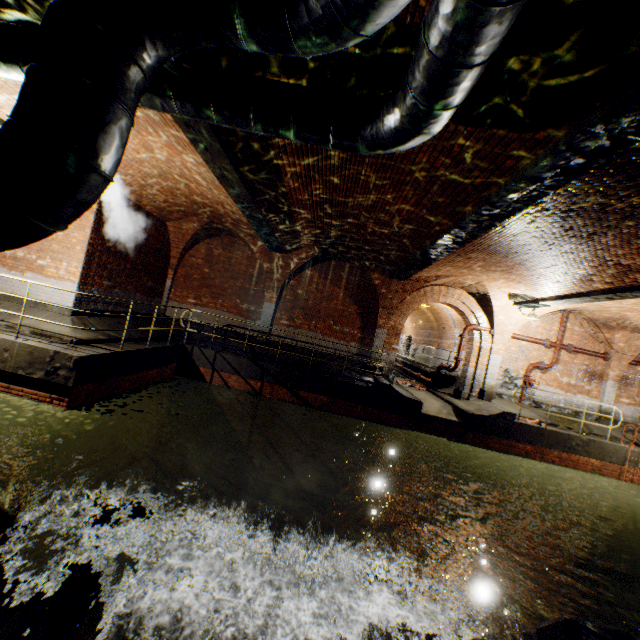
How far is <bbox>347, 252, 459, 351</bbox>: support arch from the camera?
12.59m

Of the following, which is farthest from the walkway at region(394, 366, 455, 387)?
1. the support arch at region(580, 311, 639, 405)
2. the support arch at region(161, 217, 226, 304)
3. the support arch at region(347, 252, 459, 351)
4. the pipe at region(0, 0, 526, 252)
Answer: the pipe at region(0, 0, 526, 252)

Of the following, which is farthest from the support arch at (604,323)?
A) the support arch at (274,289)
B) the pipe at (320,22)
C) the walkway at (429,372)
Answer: the pipe at (320,22)

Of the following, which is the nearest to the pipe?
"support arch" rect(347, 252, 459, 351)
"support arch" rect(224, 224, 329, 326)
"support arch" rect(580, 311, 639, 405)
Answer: "support arch" rect(347, 252, 459, 351)

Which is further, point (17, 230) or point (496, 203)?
point (496, 203)

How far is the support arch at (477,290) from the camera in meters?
12.7 m

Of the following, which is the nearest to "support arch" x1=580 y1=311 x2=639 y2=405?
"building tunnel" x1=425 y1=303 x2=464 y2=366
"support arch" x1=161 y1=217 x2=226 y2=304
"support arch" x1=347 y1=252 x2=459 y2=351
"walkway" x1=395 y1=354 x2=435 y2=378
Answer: "support arch" x1=347 y1=252 x2=459 y2=351

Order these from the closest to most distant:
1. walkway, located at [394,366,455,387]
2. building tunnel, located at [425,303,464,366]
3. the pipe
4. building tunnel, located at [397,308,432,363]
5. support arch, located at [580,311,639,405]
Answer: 1. the pipe
2. support arch, located at [580,311,639,405]
3. walkway, located at [394,366,455,387]
4. building tunnel, located at [425,303,464,366]
5. building tunnel, located at [397,308,432,363]
